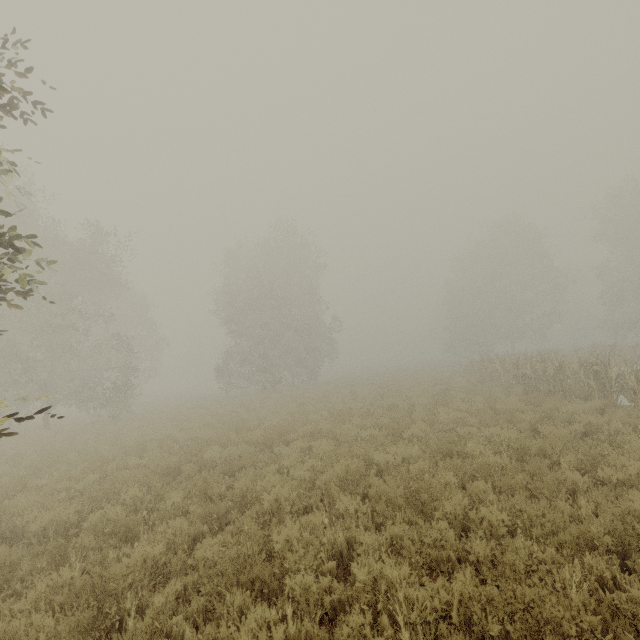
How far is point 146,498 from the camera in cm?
693

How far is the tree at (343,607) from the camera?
3.55m

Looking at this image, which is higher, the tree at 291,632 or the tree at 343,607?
the tree at 291,632

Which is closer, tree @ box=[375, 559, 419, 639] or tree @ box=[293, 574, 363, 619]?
tree @ box=[375, 559, 419, 639]

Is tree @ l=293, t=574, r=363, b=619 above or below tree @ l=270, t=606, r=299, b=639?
below

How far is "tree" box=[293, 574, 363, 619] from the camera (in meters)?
3.55

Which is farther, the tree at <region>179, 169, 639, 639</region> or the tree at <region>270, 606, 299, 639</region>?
the tree at <region>179, 169, 639, 639</region>
